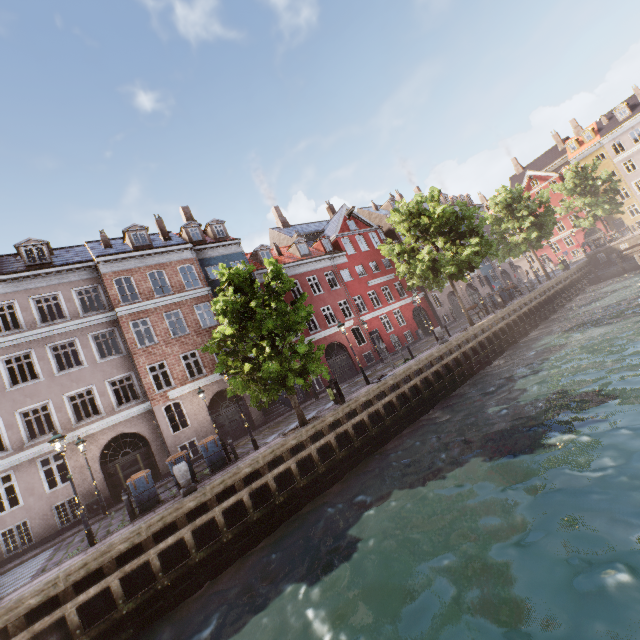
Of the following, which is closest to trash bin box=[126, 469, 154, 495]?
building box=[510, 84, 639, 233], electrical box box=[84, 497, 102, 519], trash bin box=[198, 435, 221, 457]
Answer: trash bin box=[198, 435, 221, 457]

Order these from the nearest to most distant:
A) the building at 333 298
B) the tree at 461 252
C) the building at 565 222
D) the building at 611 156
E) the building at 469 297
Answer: the building at 333 298, the tree at 461 252, the building at 469 297, the building at 611 156, the building at 565 222

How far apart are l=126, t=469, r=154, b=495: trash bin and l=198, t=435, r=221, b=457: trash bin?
1.9 meters

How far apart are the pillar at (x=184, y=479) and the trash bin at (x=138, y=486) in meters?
1.3

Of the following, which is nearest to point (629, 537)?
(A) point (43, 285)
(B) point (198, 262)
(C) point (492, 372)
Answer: (C) point (492, 372)

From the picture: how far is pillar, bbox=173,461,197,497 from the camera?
11.3m

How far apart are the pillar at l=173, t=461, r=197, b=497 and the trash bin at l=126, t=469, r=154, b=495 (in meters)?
1.34

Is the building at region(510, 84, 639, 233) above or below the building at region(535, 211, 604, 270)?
above
